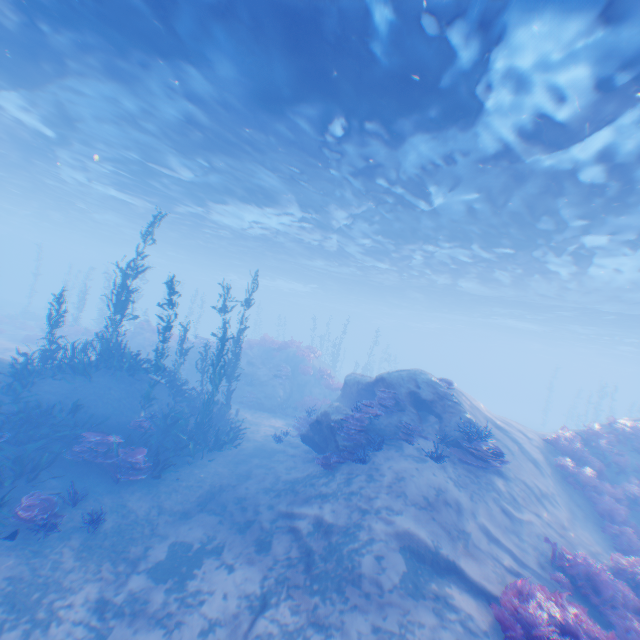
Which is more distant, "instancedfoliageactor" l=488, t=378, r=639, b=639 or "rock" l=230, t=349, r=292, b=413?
"rock" l=230, t=349, r=292, b=413

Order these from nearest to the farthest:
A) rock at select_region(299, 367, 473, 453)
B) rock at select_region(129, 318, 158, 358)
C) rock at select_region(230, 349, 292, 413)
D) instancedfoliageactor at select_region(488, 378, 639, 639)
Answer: instancedfoliageactor at select_region(488, 378, 639, 639), rock at select_region(299, 367, 473, 453), rock at select_region(230, 349, 292, 413), rock at select_region(129, 318, 158, 358)

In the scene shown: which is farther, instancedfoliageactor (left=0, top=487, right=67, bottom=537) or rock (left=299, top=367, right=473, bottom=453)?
rock (left=299, top=367, right=473, bottom=453)

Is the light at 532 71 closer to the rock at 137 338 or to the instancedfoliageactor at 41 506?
the instancedfoliageactor at 41 506

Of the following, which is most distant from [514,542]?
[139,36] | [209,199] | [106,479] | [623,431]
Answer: [209,199]

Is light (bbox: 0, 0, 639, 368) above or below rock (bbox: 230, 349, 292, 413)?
above

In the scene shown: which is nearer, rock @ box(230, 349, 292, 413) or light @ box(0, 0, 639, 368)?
light @ box(0, 0, 639, 368)

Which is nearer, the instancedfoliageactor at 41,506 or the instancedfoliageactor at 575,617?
the instancedfoliageactor at 575,617
